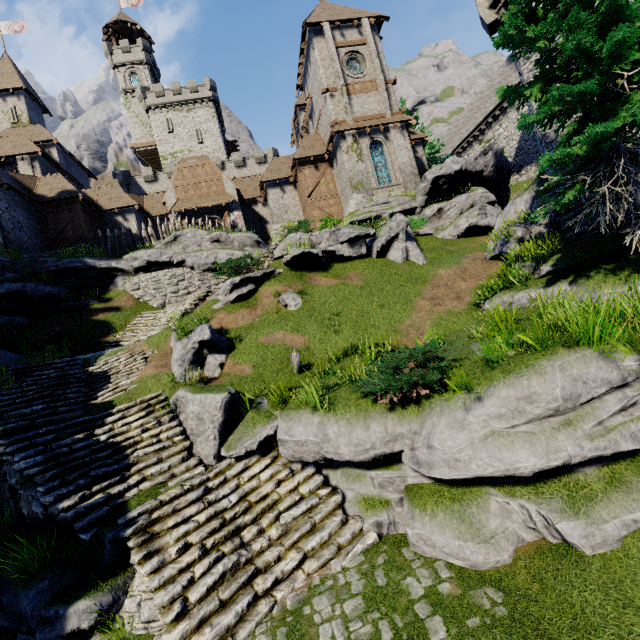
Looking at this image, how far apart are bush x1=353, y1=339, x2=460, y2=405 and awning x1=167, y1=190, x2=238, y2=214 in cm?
2580

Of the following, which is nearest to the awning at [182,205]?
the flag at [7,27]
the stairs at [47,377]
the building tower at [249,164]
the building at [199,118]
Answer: the building at [199,118]

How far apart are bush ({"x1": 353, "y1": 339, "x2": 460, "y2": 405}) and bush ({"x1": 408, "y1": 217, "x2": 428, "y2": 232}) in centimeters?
1487cm

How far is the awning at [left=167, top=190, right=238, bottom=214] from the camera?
28.6m

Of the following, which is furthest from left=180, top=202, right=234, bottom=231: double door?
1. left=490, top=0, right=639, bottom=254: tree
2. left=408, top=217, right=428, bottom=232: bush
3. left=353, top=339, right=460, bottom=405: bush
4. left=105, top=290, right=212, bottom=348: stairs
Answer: left=353, top=339, right=460, bottom=405: bush

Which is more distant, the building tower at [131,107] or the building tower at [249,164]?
the building tower at [131,107]

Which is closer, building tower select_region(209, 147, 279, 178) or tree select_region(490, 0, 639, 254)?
tree select_region(490, 0, 639, 254)

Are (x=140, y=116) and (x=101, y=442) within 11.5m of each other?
no
